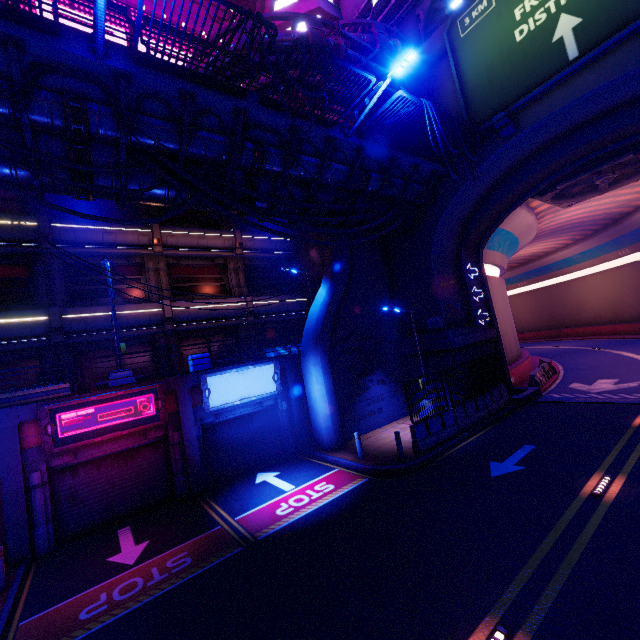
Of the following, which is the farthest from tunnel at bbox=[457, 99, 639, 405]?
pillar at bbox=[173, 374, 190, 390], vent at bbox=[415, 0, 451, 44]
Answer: pillar at bbox=[173, 374, 190, 390]

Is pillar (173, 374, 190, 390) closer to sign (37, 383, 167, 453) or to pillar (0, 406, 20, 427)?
sign (37, 383, 167, 453)

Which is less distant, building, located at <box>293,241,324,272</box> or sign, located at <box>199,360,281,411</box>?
sign, located at <box>199,360,281,411</box>

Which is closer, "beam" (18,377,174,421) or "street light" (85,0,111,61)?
"street light" (85,0,111,61)

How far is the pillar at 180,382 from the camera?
13.1 meters

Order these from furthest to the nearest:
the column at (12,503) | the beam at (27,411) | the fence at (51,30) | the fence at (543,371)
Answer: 1. the fence at (543,371)
2. the beam at (27,411)
3. the column at (12,503)
4. the fence at (51,30)

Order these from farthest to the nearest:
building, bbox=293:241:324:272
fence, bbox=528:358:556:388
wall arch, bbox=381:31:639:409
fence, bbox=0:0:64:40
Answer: building, bbox=293:241:324:272 → fence, bbox=528:358:556:388 → wall arch, bbox=381:31:639:409 → fence, bbox=0:0:64:40

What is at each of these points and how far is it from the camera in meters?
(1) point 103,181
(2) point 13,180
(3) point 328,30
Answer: (1) walkway, 9.1 m
(2) walkway, 8.2 m
(3) pipe, 16.7 m
